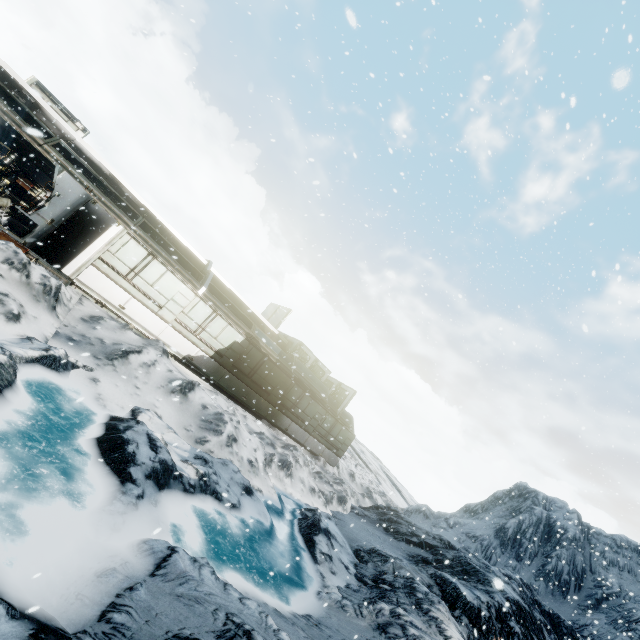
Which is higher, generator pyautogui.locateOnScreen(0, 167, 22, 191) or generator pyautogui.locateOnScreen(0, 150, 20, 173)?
generator pyautogui.locateOnScreen(0, 150, 20, 173)

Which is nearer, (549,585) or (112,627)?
(112,627)

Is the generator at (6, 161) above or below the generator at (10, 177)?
Answer: above
